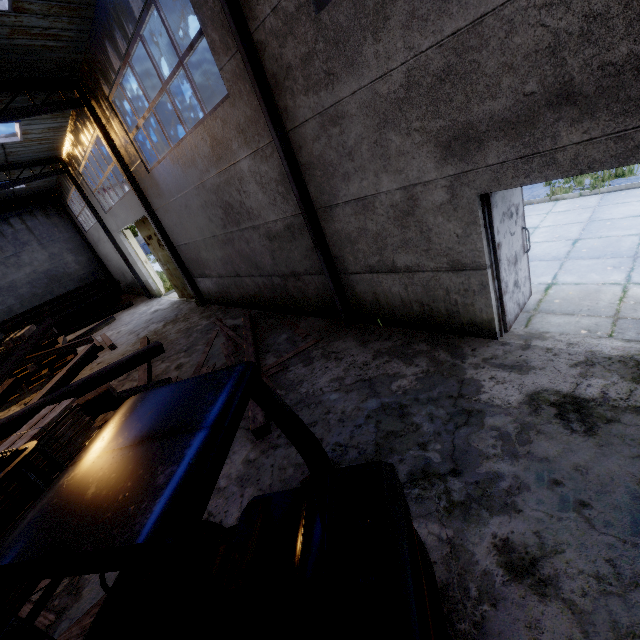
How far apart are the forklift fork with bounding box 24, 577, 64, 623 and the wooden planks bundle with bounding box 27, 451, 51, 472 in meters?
0.1 m

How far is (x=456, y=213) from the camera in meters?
4.2

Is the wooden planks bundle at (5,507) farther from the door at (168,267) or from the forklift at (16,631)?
the door at (168,267)

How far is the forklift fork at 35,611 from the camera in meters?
2.4

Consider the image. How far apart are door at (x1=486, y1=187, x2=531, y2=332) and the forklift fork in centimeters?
531cm

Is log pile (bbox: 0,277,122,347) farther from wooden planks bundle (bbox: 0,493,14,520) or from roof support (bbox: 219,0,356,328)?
wooden planks bundle (bbox: 0,493,14,520)

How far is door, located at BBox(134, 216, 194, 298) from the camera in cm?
1346

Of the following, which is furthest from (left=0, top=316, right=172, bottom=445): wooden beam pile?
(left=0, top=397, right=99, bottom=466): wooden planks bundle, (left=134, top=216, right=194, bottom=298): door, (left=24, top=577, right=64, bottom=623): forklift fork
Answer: (left=134, top=216, right=194, bottom=298): door
